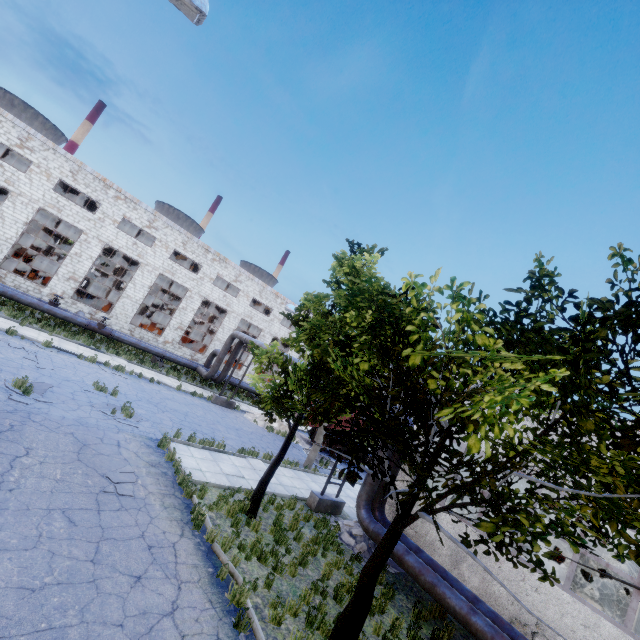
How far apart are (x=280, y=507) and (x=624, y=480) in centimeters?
990cm

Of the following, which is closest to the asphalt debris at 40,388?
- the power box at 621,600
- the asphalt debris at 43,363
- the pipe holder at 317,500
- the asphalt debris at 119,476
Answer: the asphalt debris at 43,363

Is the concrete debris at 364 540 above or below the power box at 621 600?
below

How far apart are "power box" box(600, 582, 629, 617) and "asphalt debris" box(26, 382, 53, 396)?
24.58m

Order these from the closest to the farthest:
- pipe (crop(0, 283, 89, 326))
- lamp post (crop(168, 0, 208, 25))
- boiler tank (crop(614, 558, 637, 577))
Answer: lamp post (crop(168, 0, 208, 25)) → boiler tank (crop(614, 558, 637, 577)) → pipe (crop(0, 283, 89, 326))

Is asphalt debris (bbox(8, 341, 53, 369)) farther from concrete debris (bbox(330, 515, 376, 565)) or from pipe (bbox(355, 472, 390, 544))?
concrete debris (bbox(330, 515, 376, 565))

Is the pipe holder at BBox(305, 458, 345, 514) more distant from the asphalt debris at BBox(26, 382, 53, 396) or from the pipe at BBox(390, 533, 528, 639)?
the asphalt debris at BBox(26, 382, 53, 396)

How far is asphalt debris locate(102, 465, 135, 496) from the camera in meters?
8.3 m
